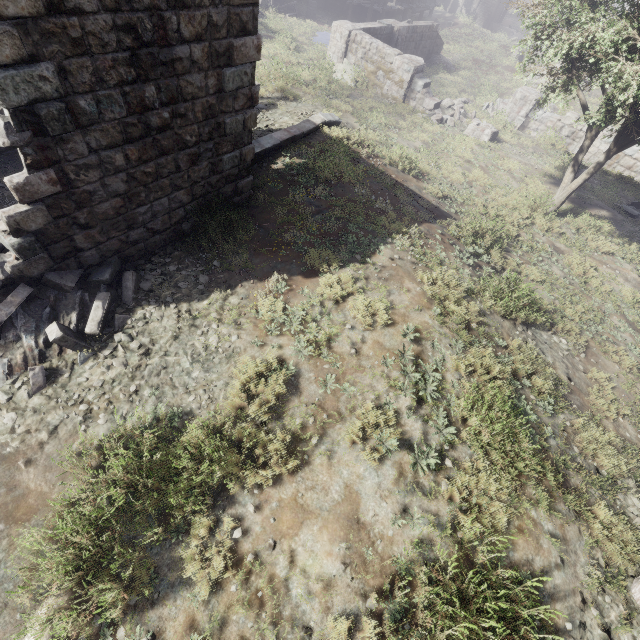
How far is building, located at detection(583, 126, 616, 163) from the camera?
16.9 meters

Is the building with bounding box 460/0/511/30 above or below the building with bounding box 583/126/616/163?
below

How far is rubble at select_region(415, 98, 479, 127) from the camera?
17.1m

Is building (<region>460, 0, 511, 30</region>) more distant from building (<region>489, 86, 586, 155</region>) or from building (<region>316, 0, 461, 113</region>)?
building (<region>316, 0, 461, 113</region>)

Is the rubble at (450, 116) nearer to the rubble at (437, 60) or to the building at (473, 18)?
the rubble at (437, 60)

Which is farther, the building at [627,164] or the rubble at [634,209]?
the building at [627,164]

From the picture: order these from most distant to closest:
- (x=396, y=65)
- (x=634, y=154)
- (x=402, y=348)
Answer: (x=396, y=65) → (x=634, y=154) → (x=402, y=348)

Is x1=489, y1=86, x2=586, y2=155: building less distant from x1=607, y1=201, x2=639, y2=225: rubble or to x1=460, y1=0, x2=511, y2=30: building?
x1=607, y1=201, x2=639, y2=225: rubble
